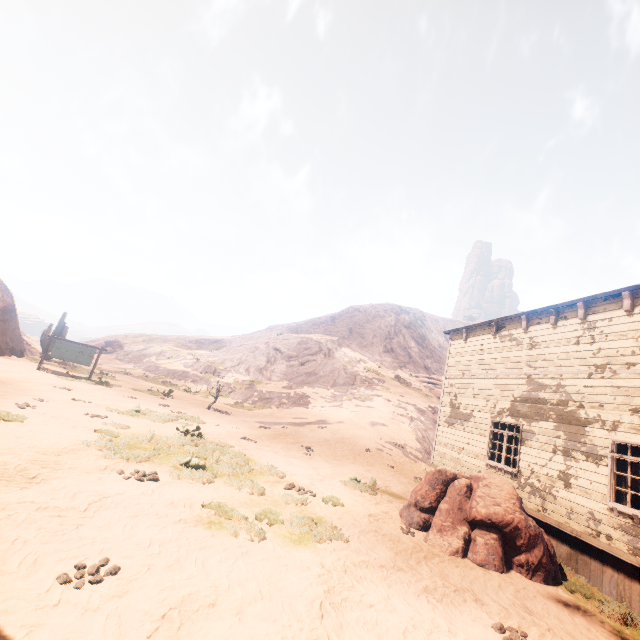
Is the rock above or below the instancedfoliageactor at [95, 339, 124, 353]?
above

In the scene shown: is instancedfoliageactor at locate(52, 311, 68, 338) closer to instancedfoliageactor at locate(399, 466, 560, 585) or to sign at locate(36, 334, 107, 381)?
sign at locate(36, 334, 107, 381)

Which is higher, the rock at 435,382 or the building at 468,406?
the rock at 435,382

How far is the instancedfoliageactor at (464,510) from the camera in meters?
7.1 m

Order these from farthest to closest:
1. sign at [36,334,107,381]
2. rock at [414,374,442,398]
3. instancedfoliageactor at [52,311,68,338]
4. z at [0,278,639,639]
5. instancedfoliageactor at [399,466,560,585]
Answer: rock at [414,374,442,398], instancedfoliageactor at [52,311,68,338], sign at [36,334,107,381], instancedfoliageactor at [399,466,560,585], z at [0,278,639,639]

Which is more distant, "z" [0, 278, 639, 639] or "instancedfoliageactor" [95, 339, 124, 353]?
"instancedfoliageactor" [95, 339, 124, 353]

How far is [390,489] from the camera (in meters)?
12.02

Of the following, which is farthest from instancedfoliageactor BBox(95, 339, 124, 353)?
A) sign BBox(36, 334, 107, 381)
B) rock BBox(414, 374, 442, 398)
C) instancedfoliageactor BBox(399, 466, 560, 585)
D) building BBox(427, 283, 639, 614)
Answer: instancedfoliageactor BBox(399, 466, 560, 585)
